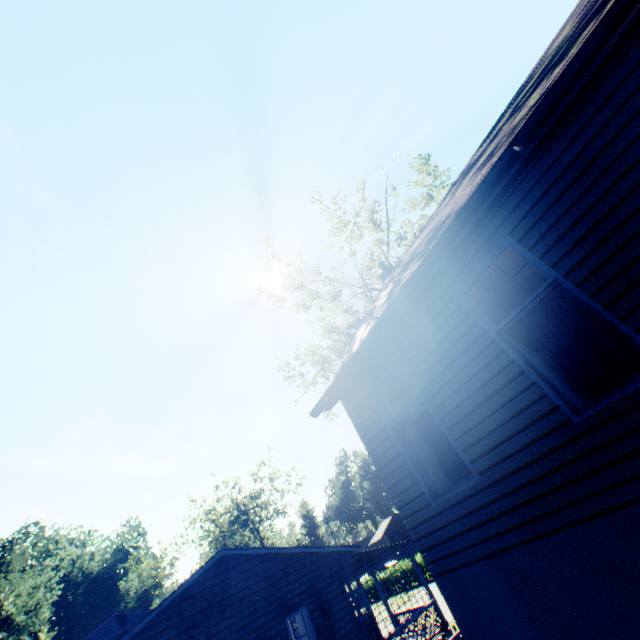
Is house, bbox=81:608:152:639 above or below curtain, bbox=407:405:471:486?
above

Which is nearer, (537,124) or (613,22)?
(613,22)

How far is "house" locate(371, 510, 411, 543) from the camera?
54.2 meters

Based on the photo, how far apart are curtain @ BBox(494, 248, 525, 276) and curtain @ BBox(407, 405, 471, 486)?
1.8m

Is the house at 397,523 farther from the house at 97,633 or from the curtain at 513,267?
the curtain at 513,267

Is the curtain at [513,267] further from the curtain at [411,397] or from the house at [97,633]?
the house at [97,633]

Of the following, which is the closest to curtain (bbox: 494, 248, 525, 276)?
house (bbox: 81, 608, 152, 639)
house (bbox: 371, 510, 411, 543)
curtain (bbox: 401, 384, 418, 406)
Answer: curtain (bbox: 401, 384, 418, 406)

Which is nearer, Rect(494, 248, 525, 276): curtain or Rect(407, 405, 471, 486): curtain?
Rect(494, 248, 525, 276): curtain
